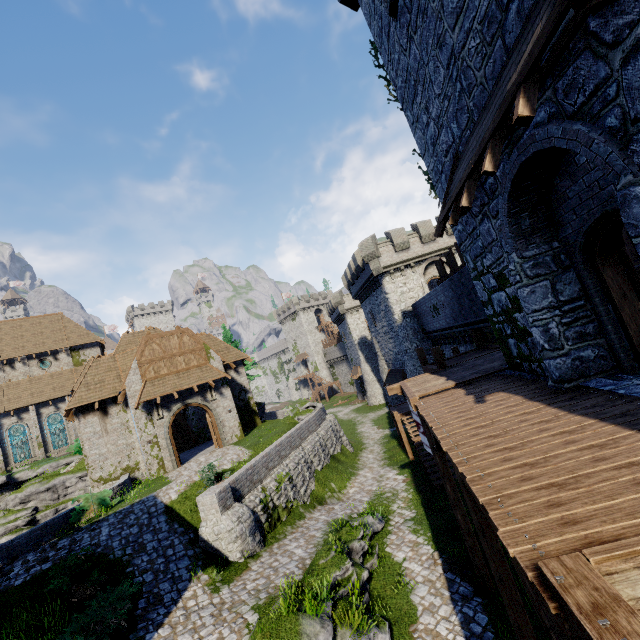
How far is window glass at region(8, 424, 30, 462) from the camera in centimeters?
3188cm

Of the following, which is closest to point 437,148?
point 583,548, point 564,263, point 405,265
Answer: point 564,263

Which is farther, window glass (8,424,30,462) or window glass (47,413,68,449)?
window glass (47,413,68,449)

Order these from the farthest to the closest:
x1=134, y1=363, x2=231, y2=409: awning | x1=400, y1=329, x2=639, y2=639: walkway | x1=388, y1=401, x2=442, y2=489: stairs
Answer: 1. x1=134, y1=363, x2=231, y2=409: awning
2. x1=388, y1=401, x2=442, y2=489: stairs
3. x1=400, y1=329, x2=639, y2=639: walkway

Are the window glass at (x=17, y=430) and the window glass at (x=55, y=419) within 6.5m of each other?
yes

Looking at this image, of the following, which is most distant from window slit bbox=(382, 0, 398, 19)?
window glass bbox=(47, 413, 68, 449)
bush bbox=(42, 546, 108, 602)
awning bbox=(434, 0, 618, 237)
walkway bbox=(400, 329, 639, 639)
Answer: window glass bbox=(47, 413, 68, 449)

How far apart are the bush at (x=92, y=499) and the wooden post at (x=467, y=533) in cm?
1555

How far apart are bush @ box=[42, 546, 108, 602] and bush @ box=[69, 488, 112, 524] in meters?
4.1
